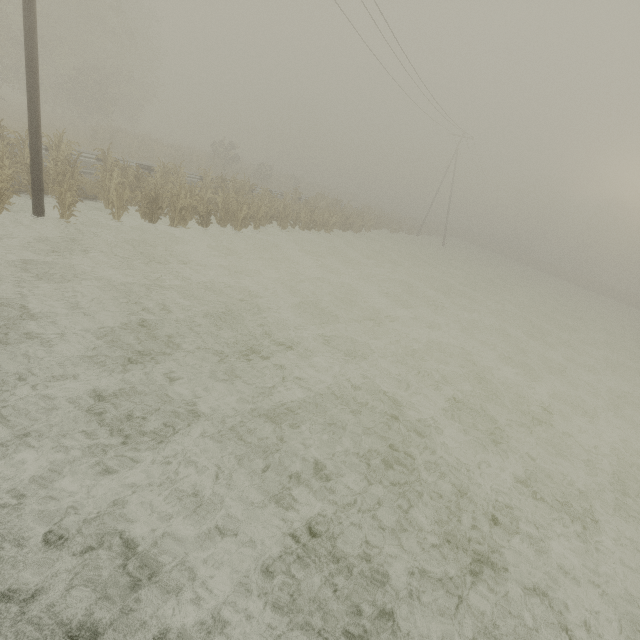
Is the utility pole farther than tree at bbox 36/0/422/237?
No

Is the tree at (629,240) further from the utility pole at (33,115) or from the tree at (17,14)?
the utility pole at (33,115)

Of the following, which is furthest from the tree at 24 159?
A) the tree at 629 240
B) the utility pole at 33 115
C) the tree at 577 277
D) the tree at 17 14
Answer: the tree at 629 240

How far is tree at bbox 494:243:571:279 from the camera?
51.1m

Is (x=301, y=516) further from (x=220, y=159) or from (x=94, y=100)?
(x=94, y=100)

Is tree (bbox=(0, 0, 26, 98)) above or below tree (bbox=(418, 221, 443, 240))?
above

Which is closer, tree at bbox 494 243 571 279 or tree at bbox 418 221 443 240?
tree at bbox 418 221 443 240
